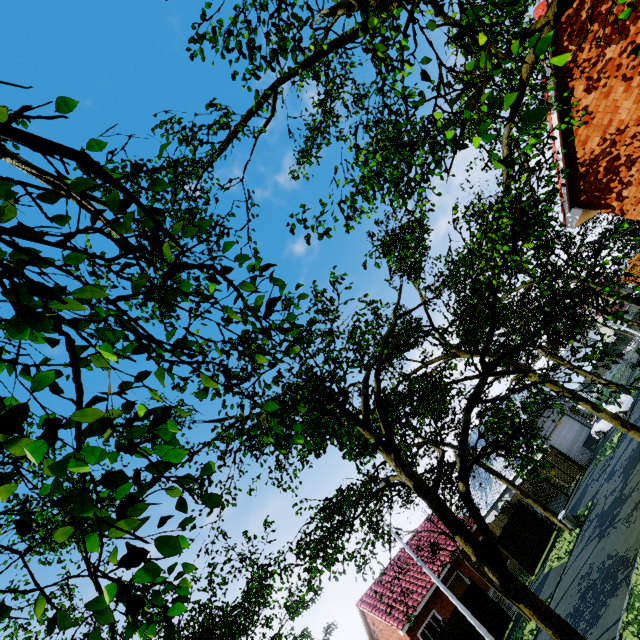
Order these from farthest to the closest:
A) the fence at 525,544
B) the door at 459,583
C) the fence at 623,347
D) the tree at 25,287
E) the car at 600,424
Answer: the fence at 623,347 → the car at 600,424 → the door at 459,583 → the fence at 525,544 → the tree at 25,287

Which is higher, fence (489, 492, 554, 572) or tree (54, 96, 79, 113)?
tree (54, 96, 79, 113)

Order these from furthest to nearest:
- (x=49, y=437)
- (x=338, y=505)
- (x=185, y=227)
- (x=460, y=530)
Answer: (x=338, y=505), (x=460, y=530), (x=185, y=227), (x=49, y=437)

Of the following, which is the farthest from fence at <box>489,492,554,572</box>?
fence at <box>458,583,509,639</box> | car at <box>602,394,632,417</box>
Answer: fence at <box>458,583,509,639</box>

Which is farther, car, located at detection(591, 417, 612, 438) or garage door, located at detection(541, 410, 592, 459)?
garage door, located at detection(541, 410, 592, 459)

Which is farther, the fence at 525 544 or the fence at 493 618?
the fence at 525 544

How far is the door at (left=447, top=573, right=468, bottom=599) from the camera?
23.28m

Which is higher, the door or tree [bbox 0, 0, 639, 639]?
tree [bbox 0, 0, 639, 639]
